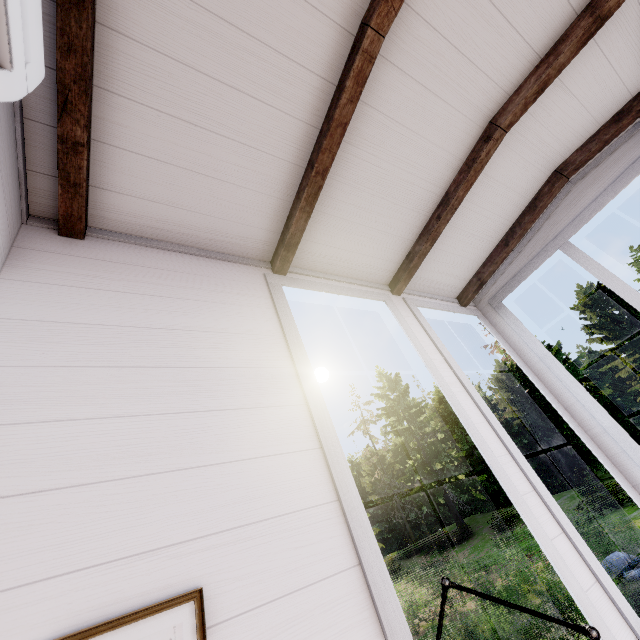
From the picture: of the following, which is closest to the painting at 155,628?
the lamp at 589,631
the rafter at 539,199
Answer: the lamp at 589,631

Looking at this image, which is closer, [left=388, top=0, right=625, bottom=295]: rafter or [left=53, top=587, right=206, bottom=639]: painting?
[left=53, top=587, right=206, bottom=639]: painting

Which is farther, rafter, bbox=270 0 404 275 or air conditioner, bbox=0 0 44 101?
rafter, bbox=270 0 404 275

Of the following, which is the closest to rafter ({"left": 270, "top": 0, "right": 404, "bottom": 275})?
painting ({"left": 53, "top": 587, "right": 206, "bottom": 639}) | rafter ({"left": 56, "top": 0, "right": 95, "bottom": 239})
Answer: rafter ({"left": 56, "top": 0, "right": 95, "bottom": 239})

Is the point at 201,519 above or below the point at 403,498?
below

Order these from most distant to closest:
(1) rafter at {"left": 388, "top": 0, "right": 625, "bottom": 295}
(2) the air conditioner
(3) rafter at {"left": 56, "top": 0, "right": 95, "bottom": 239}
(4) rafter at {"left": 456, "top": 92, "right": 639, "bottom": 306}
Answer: (4) rafter at {"left": 456, "top": 92, "right": 639, "bottom": 306}, (1) rafter at {"left": 388, "top": 0, "right": 625, "bottom": 295}, (3) rafter at {"left": 56, "top": 0, "right": 95, "bottom": 239}, (2) the air conditioner

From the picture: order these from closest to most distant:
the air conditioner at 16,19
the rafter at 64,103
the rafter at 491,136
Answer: the air conditioner at 16,19, the rafter at 64,103, the rafter at 491,136

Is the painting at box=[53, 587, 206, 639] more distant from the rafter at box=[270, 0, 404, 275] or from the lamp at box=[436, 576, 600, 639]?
the rafter at box=[270, 0, 404, 275]
